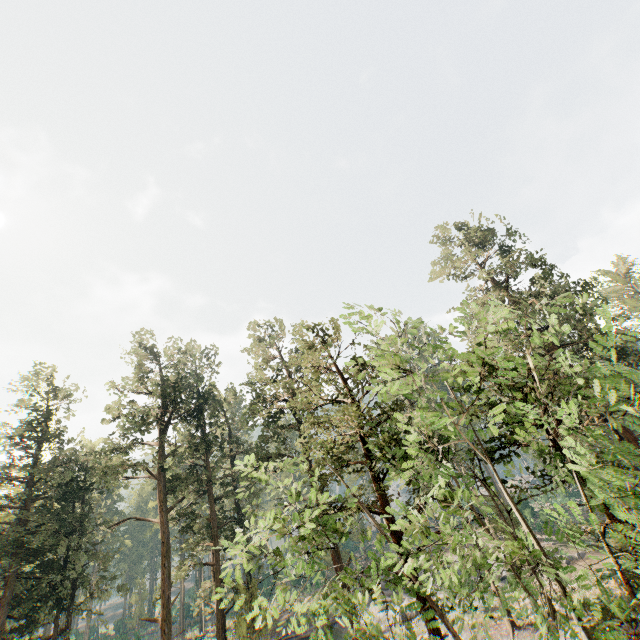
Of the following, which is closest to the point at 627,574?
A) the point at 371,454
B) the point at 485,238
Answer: the point at 371,454
